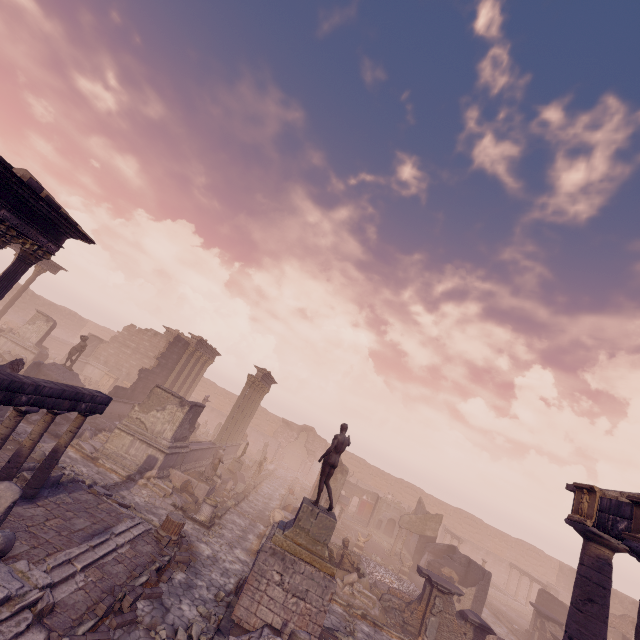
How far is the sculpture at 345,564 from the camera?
14.4 meters

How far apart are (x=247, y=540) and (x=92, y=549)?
7.71m

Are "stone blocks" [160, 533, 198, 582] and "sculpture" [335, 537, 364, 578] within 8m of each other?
yes

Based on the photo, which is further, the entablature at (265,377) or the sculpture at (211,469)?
the entablature at (265,377)

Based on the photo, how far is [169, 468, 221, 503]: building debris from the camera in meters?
16.0

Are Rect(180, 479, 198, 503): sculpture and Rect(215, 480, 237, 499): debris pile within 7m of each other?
yes

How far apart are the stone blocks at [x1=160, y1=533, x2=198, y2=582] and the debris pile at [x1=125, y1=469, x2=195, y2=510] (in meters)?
3.00

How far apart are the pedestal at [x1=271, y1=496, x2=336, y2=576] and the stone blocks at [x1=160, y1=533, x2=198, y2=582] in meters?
2.7 m
